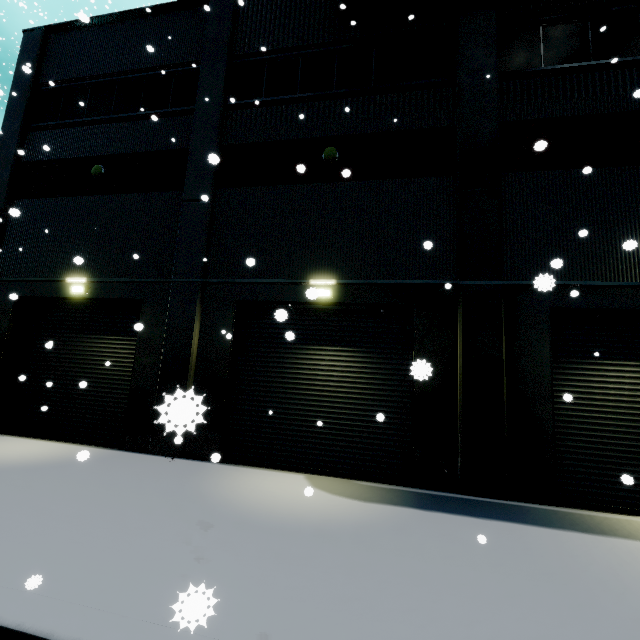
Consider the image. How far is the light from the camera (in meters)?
9.16

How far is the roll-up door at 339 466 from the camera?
8.2m

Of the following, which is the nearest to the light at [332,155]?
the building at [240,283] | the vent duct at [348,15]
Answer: the building at [240,283]

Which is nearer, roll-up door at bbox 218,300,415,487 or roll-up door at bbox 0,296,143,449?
roll-up door at bbox 218,300,415,487

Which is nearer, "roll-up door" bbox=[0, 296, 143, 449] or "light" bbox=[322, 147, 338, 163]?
"light" bbox=[322, 147, 338, 163]

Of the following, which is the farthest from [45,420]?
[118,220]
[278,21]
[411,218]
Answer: [278,21]
